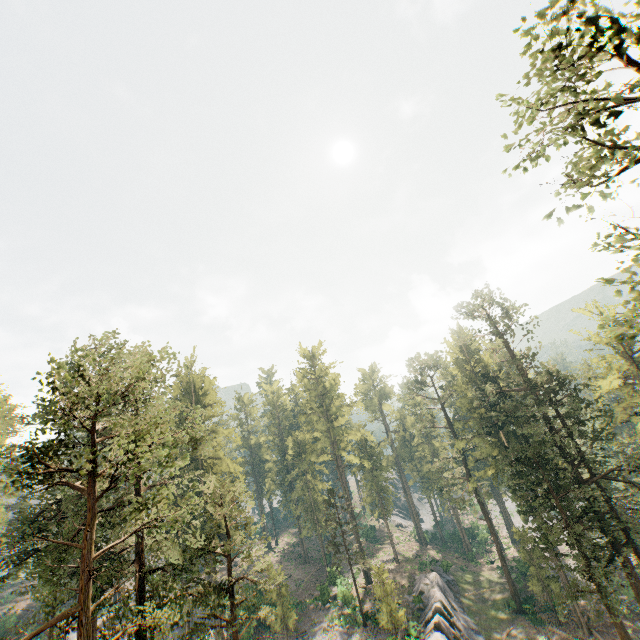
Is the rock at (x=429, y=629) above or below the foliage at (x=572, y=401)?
below

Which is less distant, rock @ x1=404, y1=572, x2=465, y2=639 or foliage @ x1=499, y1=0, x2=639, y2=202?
foliage @ x1=499, y1=0, x2=639, y2=202

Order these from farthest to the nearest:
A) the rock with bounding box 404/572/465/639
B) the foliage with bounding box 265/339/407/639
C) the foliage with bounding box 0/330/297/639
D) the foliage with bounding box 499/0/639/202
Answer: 1. the foliage with bounding box 265/339/407/639
2. the rock with bounding box 404/572/465/639
3. the foliage with bounding box 0/330/297/639
4. the foliage with bounding box 499/0/639/202

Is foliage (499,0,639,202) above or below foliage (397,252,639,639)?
above

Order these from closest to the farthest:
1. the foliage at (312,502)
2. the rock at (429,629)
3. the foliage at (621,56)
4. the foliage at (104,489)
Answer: the foliage at (621,56), the foliage at (104,489), the rock at (429,629), the foliage at (312,502)

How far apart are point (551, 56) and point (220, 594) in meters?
28.5

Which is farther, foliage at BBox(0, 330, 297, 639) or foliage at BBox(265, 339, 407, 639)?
foliage at BBox(265, 339, 407, 639)

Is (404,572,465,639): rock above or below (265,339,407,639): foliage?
below
